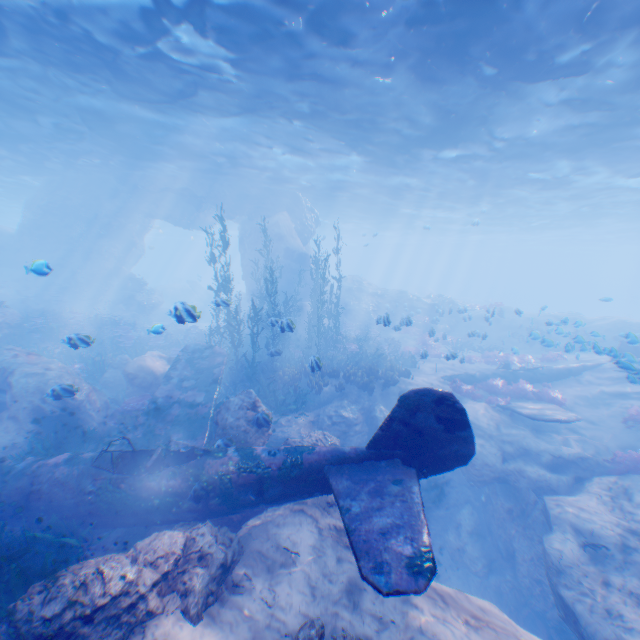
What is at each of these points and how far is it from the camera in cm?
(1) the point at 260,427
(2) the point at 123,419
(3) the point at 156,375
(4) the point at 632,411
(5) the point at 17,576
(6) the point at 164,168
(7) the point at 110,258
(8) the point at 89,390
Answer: (1) rock, 841
(2) instancedfoliageactor, 1110
(3) rock, 1268
(4) instancedfoliageactor, 1277
(5) instancedfoliageactor, 473
(6) light, 2348
(7) rock, 2823
(8) rock, 1127

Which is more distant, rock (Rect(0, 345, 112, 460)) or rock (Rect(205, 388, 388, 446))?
rock (Rect(0, 345, 112, 460))

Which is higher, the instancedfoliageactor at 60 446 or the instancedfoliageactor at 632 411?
the instancedfoliageactor at 632 411

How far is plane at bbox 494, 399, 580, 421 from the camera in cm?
1139

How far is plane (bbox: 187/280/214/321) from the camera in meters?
38.4

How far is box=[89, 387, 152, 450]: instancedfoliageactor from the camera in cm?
1039

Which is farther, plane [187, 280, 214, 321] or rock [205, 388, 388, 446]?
plane [187, 280, 214, 321]

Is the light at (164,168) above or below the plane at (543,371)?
above
